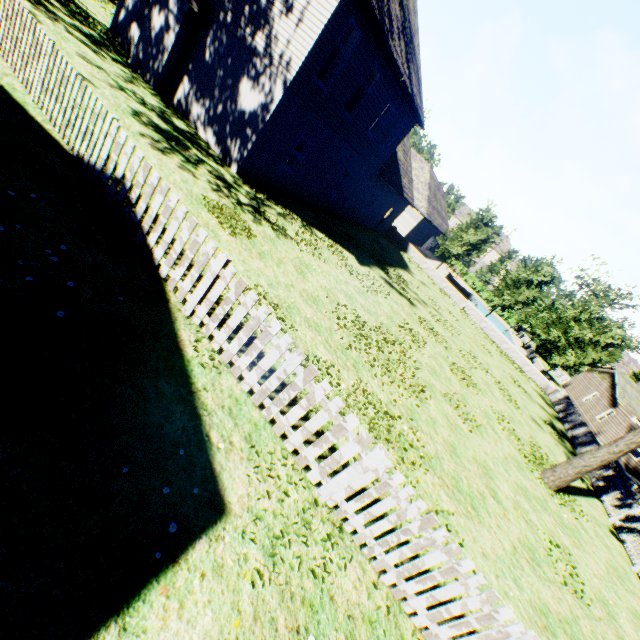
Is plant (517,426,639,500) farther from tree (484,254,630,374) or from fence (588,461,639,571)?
tree (484,254,630,374)

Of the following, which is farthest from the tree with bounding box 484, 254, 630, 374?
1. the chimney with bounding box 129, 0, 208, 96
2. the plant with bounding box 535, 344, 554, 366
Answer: the chimney with bounding box 129, 0, 208, 96

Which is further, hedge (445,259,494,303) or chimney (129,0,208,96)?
hedge (445,259,494,303)

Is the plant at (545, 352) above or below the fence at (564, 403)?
above

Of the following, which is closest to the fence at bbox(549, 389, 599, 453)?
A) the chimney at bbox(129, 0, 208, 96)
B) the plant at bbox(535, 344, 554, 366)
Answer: the plant at bbox(535, 344, 554, 366)

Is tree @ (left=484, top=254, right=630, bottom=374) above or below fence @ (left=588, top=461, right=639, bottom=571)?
above

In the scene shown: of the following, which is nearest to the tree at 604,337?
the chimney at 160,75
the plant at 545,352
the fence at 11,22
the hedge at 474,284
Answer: the fence at 11,22

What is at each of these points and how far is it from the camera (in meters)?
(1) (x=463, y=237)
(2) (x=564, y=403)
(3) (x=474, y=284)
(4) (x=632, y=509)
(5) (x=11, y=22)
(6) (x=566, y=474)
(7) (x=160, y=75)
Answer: (1) tree, 29.78
(2) fence, 23.92
(3) hedge, 58.09
(4) fence, 12.95
(5) fence, 6.70
(6) plant, 10.96
(7) chimney, 12.84
